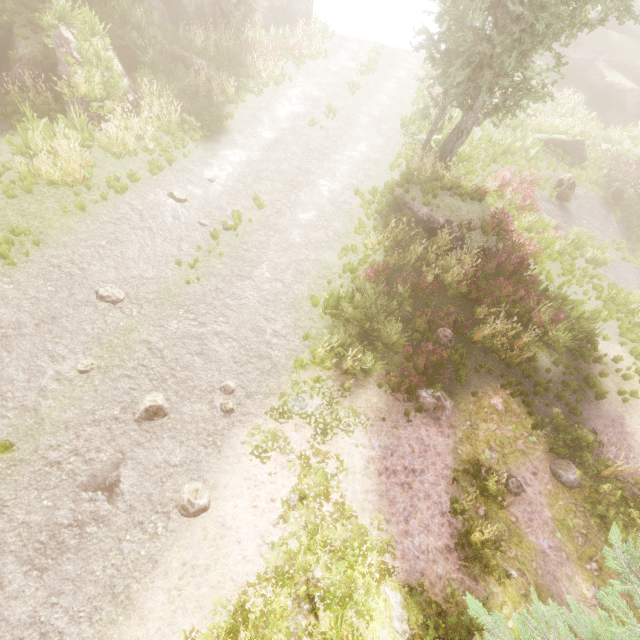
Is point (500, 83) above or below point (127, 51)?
above

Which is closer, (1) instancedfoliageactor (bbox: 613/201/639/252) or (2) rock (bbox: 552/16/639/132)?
(1) instancedfoliageactor (bbox: 613/201/639/252)

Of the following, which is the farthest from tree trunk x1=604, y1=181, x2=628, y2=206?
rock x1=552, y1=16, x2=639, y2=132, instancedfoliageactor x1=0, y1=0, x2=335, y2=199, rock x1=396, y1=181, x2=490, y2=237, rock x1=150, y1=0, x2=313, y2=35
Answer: rock x1=150, y1=0, x2=313, y2=35

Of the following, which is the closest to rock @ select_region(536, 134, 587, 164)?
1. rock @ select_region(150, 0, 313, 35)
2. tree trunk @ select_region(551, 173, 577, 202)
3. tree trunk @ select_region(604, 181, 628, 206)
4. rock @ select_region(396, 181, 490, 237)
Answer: A: tree trunk @ select_region(604, 181, 628, 206)

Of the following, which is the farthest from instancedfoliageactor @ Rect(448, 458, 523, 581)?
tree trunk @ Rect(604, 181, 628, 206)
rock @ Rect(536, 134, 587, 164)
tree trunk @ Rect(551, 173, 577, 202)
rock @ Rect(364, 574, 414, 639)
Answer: tree trunk @ Rect(551, 173, 577, 202)

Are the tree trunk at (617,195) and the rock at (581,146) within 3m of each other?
yes

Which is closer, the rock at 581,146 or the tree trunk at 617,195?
the tree trunk at 617,195

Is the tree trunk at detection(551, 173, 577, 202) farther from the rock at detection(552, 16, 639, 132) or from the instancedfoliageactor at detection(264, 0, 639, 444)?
the rock at detection(552, 16, 639, 132)
